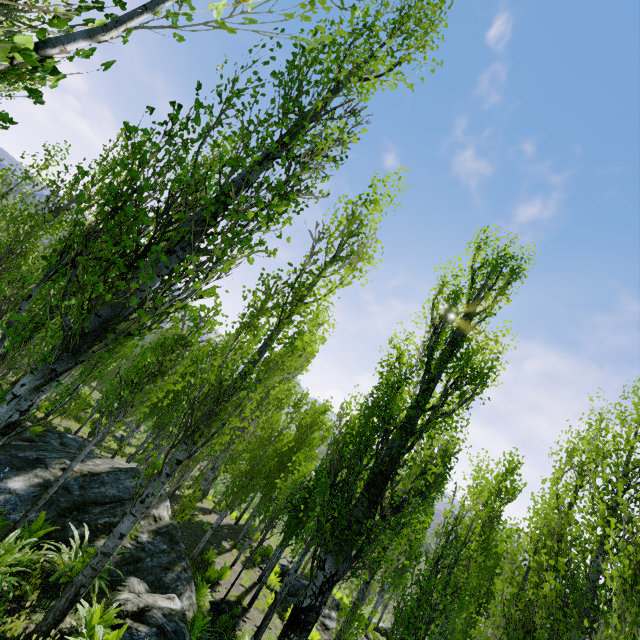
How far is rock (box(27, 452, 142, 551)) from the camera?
8.0m

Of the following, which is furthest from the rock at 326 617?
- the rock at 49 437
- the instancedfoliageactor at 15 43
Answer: the rock at 49 437

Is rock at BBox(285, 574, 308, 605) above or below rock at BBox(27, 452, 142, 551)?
below

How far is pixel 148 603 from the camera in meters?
6.7

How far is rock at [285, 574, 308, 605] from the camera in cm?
1546

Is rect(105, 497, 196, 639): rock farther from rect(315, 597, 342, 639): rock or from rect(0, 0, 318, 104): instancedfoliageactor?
rect(315, 597, 342, 639): rock

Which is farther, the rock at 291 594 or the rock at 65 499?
the rock at 291 594
